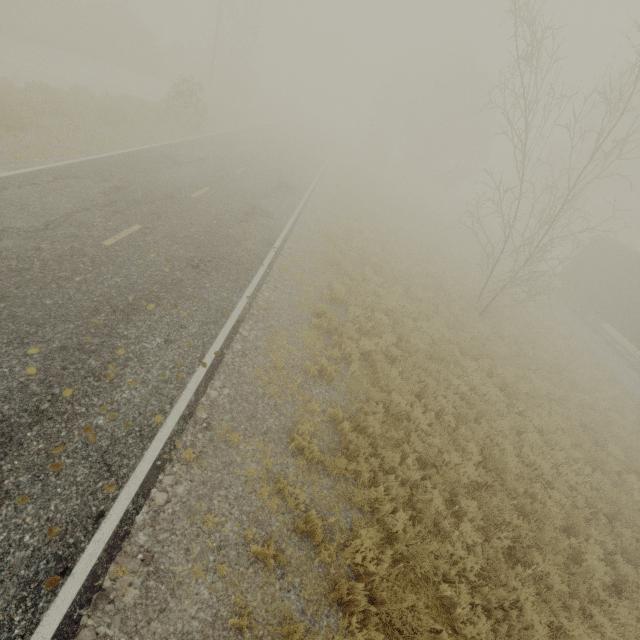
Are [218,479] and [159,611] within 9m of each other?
yes
